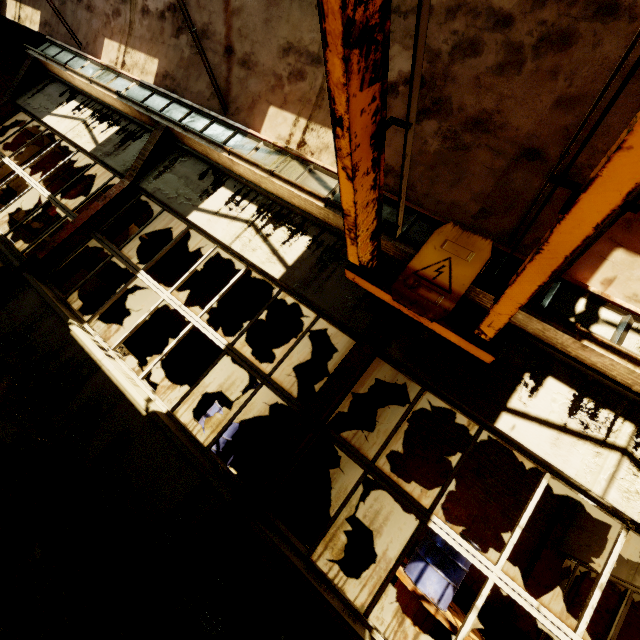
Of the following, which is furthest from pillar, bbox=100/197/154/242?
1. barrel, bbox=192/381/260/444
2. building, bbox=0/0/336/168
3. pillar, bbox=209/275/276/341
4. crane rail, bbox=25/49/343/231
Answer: pillar, bbox=209/275/276/341

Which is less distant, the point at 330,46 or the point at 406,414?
the point at 330,46

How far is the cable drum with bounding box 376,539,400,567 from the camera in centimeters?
490cm

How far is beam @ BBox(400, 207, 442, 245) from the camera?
3.82m

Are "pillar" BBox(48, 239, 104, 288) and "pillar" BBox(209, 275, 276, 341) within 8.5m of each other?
yes

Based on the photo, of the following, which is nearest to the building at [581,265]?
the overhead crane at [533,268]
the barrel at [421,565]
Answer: the overhead crane at [533,268]

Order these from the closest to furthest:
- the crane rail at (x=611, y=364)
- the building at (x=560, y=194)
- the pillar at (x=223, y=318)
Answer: the crane rail at (x=611, y=364) < the building at (x=560, y=194) < the pillar at (x=223, y=318)

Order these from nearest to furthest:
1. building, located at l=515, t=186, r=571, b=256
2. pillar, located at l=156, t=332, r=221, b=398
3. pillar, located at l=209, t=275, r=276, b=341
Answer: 1. building, located at l=515, t=186, r=571, b=256
2. pillar, located at l=156, t=332, r=221, b=398
3. pillar, located at l=209, t=275, r=276, b=341
